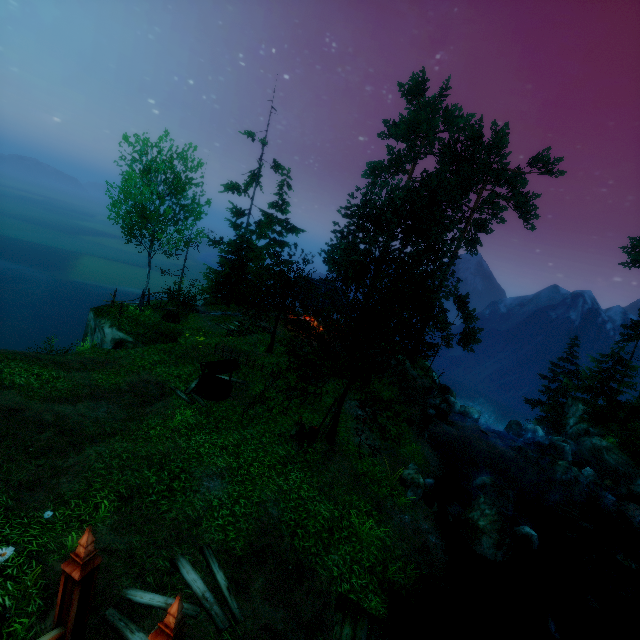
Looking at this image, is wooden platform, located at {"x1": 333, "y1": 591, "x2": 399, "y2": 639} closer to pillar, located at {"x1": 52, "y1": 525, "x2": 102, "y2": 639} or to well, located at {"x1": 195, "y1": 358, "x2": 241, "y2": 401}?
Result: pillar, located at {"x1": 52, "y1": 525, "x2": 102, "y2": 639}

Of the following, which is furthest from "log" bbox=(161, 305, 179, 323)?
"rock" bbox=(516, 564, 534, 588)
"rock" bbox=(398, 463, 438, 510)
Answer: "rock" bbox=(516, 564, 534, 588)

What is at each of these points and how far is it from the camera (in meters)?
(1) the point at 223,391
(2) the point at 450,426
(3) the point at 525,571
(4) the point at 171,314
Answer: (1) well, 14.48
(2) rock, 22.25
(3) rock, 11.88
(4) log, 20.66

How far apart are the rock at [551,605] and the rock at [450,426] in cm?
879

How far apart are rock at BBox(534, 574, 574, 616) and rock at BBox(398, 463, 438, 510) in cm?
475

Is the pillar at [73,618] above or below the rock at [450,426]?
above

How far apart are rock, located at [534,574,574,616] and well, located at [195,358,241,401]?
15.1 meters

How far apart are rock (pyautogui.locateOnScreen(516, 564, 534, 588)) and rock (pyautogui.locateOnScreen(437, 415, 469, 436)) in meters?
9.9
